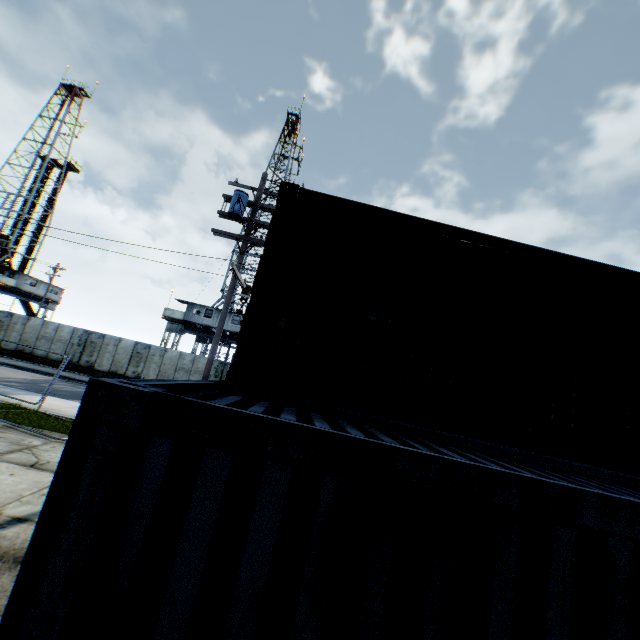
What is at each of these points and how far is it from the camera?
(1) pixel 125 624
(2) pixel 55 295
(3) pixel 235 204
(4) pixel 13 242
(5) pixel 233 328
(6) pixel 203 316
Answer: (1) storage container, 1.4 meters
(2) landrig, 41.8 meters
(3) street light, 10.2 meters
(4) landrig, 38.5 meters
(5) landrig, 30.2 meters
(6) landrig, 30.2 meters

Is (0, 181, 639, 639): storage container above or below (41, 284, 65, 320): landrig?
below

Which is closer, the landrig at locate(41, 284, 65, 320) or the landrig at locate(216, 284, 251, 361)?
the landrig at locate(216, 284, 251, 361)

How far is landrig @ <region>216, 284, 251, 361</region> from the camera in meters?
30.2 m

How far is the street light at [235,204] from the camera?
9.91m

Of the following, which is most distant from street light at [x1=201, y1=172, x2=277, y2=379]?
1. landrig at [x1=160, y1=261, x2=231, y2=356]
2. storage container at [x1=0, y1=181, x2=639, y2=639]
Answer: landrig at [x1=160, y1=261, x2=231, y2=356]

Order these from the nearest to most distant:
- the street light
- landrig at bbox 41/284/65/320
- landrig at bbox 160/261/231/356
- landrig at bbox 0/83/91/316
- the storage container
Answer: the storage container → the street light → landrig at bbox 160/261/231/356 → landrig at bbox 0/83/91/316 → landrig at bbox 41/284/65/320

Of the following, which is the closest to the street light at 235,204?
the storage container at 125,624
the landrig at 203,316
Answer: the storage container at 125,624
